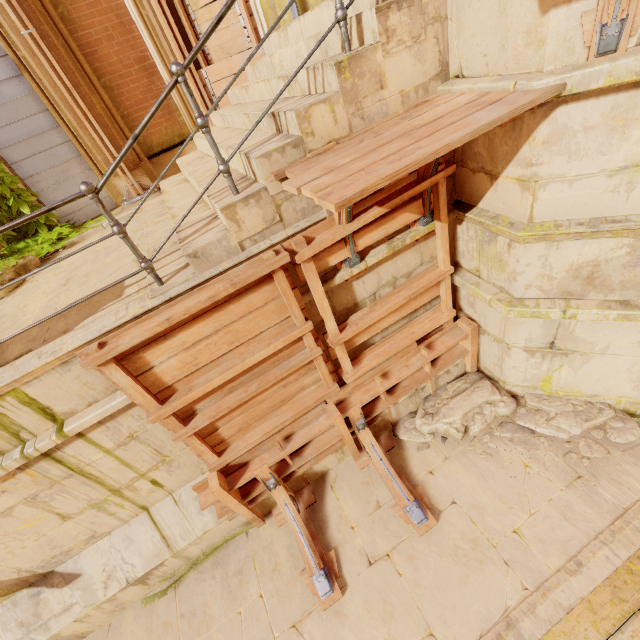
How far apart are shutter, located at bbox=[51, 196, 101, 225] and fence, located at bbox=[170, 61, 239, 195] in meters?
5.7 m

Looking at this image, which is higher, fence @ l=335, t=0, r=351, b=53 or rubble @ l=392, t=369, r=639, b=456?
fence @ l=335, t=0, r=351, b=53

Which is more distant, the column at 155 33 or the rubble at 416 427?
the column at 155 33

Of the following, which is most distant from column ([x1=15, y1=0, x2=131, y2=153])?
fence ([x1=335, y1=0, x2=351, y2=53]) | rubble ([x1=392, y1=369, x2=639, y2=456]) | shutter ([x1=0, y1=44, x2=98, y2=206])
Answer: rubble ([x1=392, y1=369, x2=639, y2=456])

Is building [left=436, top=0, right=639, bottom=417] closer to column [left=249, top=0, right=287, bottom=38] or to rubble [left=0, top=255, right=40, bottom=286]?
column [left=249, top=0, right=287, bottom=38]

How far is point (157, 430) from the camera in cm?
368

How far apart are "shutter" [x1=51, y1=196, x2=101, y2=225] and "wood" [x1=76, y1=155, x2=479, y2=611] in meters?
5.7 m

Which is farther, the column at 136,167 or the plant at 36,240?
the column at 136,167
